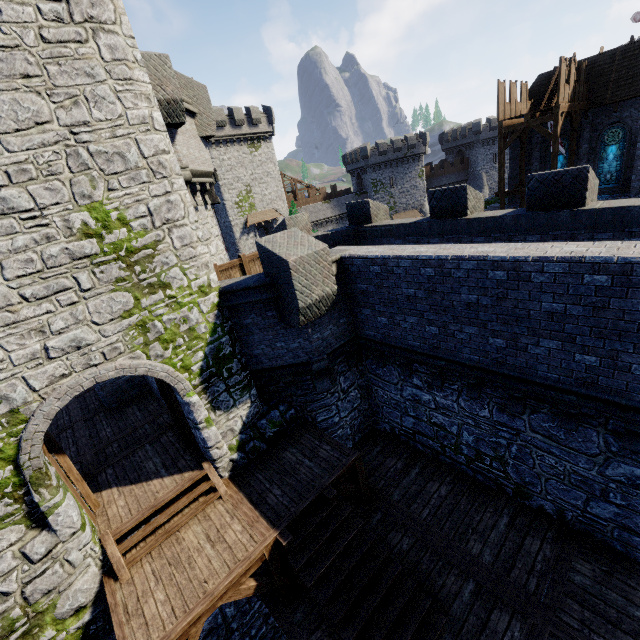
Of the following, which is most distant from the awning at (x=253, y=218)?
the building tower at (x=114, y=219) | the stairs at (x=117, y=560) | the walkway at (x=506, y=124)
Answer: the stairs at (x=117, y=560)

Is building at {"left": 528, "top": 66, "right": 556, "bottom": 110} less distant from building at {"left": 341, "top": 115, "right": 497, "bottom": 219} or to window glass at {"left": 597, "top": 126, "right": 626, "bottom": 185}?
window glass at {"left": 597, "top": 126, "right": 626, "bottom": 185}

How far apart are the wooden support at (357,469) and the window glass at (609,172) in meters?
27.5 m

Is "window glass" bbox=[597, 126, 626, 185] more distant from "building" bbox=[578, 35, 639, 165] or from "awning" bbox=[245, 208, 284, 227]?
"awning" bbox=[245, 208, 284, 227]

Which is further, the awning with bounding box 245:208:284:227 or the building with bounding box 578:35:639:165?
the awning with bounding box 245:208:284:227

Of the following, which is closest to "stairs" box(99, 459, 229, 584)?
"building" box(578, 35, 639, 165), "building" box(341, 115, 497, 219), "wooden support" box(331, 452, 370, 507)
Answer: "wooden support" box(331, 452, 370, 507)

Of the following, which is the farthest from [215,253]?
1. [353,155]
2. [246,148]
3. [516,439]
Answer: [353,155]

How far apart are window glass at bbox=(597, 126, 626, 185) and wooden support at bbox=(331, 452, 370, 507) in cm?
2750
